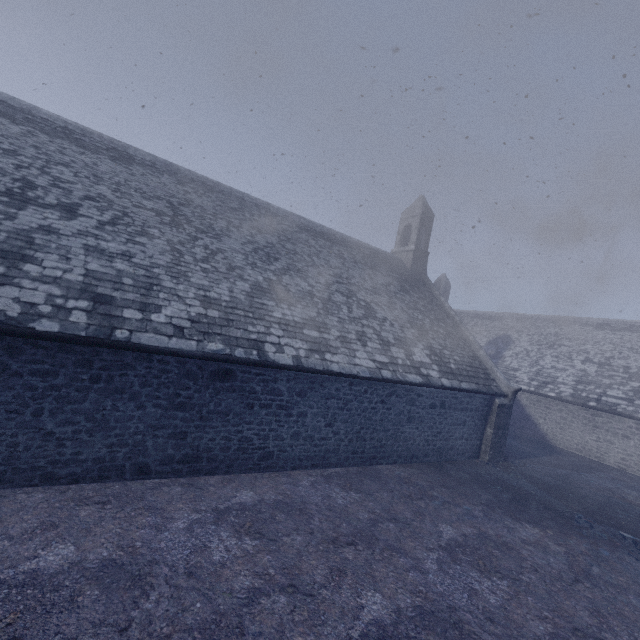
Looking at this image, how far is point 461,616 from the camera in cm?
498
